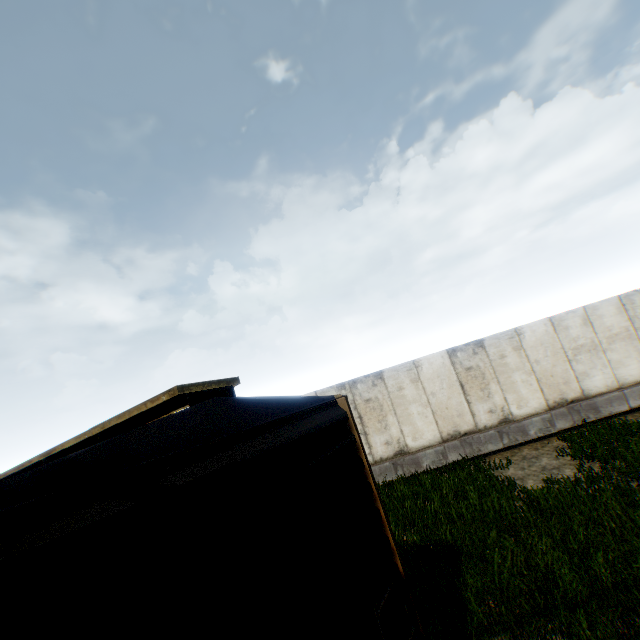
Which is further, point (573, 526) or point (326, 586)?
point (573, 526)
